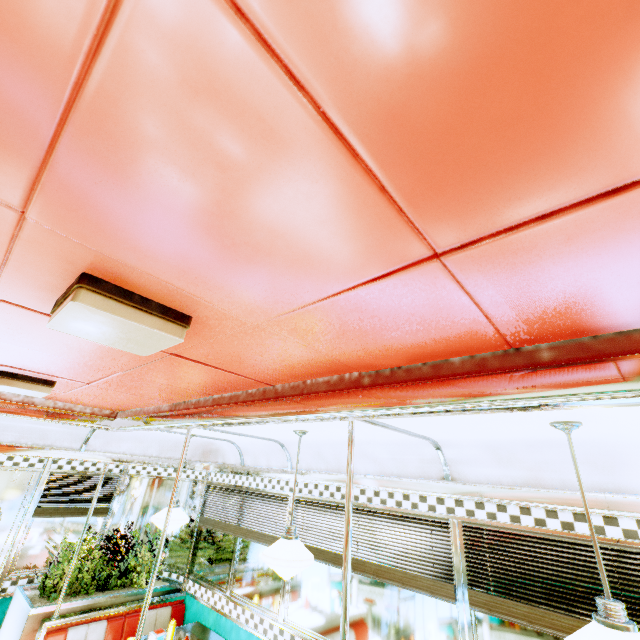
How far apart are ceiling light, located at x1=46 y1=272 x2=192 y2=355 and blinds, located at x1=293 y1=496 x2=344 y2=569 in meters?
2.8 m

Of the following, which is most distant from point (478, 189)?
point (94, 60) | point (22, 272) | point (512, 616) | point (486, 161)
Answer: point (512, 616)

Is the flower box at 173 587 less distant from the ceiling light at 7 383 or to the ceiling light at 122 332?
the ceiling light at 7 383

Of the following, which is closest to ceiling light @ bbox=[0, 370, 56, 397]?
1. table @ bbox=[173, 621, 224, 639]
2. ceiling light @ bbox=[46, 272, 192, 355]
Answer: ceiling light @ bbox=[46, 272, 192, 355]

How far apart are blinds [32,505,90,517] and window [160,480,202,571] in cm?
19

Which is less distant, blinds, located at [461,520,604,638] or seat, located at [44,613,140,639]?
blinds, located at [461,520,604,638]

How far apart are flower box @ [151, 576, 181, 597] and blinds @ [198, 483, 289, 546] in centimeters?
82cm

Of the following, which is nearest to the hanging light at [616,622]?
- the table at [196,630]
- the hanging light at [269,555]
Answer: the hanging light at [269,555]
